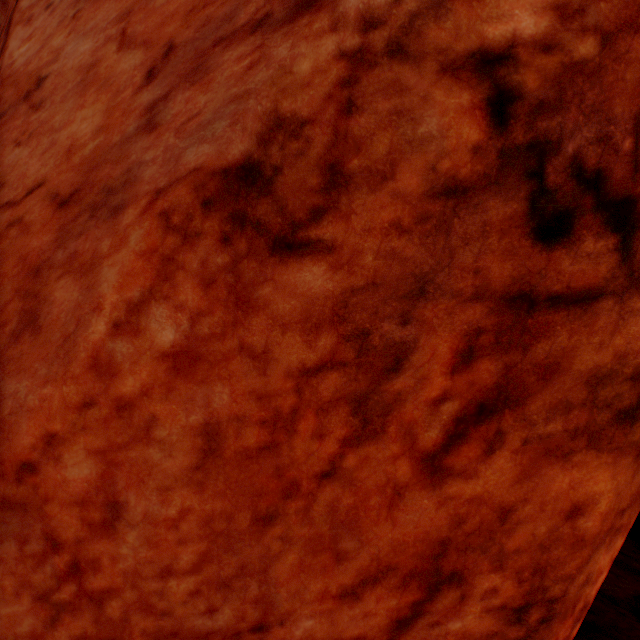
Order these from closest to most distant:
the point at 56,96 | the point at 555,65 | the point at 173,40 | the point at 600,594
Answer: the point at 555,65 → the point at 173,40 → the point at 56,96 → the point at 600,594
